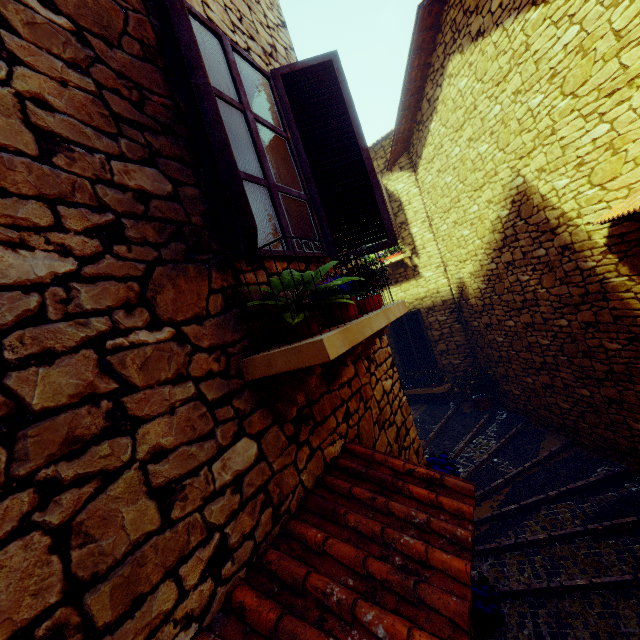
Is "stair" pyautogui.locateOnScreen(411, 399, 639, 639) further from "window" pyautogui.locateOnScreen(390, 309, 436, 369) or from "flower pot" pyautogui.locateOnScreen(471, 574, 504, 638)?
"window" pyautogui.locateOnScreen(390, 309, 436, 369)

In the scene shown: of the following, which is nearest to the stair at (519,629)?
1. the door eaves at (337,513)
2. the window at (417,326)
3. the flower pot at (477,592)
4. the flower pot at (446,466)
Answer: the flower pot at (477,592)

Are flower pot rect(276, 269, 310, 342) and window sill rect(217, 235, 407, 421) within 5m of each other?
yes

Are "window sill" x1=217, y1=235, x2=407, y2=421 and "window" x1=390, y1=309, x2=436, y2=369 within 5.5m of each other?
no

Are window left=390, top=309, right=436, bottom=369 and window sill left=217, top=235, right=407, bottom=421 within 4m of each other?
no

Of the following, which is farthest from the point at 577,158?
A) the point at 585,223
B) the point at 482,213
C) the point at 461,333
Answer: the point at 461,333

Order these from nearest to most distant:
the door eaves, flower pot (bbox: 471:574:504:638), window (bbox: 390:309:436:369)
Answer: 1. the door eaves
2. flower pot (bbox: 471:574:504:638)
3. window (bbox: 390:309:436:369)

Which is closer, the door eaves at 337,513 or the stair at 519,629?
the door eaves at 337,513
